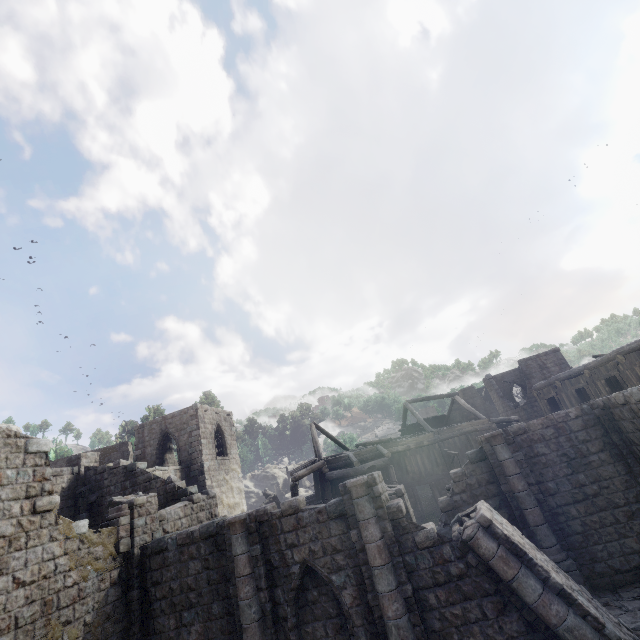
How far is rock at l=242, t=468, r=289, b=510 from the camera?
41.5 meters

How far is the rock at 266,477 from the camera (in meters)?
41.47

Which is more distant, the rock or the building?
the rock

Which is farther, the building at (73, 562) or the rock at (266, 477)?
A: the rock at (266, 477)

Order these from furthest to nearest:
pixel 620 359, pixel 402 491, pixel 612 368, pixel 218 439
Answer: pixel 218 439 → pixel 612 368 → pixel 620 359 → pixel 402 491
